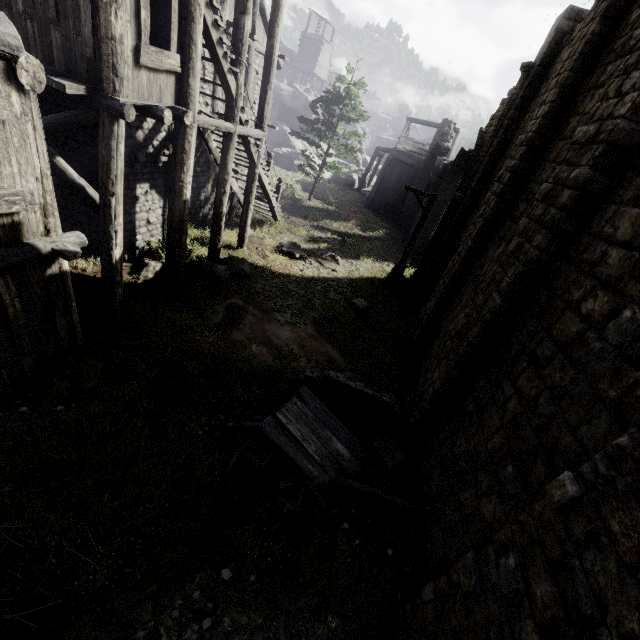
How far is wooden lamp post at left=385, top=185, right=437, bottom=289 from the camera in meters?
14.7 m

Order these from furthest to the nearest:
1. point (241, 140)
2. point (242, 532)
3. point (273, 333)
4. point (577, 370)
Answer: point (241, 140) < point (273, 333) < point (242, 532) < point (577, 370)

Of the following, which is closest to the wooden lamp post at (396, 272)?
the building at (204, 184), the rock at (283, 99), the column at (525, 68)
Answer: the column at (525, 68)

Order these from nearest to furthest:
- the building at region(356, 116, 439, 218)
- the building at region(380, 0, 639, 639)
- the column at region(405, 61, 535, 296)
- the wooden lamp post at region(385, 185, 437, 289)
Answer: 1. the building at region(380, 0, 639, 639)
2. the column at region(405, 61, 535, 296)
3. the wooden lamp post at region(385, 185, 437, 289)
4. the building at region(356, 116, 439, 218)

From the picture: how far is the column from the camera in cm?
1207

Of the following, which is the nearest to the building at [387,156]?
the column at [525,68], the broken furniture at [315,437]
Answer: the column at [525,68]

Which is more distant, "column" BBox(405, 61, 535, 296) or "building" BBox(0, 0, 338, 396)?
"column" BBox(405, 61, 535, 296)

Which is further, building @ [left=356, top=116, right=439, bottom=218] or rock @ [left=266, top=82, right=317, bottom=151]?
rock @ [left=266, top=82, right=317, bottom=151]
